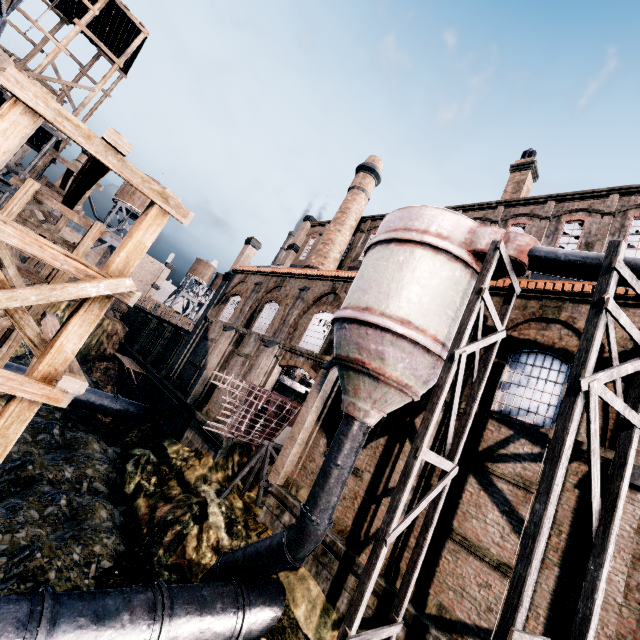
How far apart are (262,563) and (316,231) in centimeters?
3161cm

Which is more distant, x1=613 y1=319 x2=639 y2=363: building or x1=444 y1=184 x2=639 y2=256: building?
x1=444 y1=184 x2=639 y2=256: building

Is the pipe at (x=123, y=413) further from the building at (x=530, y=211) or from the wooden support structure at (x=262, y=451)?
the wooden support structure at (x=262, y=451)

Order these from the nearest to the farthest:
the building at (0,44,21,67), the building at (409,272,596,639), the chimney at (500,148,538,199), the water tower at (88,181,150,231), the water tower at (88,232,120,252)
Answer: the building at (409,272,596,639)
the chimney at (500,148,538,199)
the building at (0,44,21,67)
the water tower at (88,232,120,252)
the water tower at (88,181,150,231)

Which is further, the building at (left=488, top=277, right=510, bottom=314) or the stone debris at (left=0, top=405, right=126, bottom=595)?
the building at (left=488, top=277, right=510, bottom=314)

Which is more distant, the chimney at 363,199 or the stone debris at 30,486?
the chimney at 363,199

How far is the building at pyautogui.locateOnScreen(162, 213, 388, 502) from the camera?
16.42m
